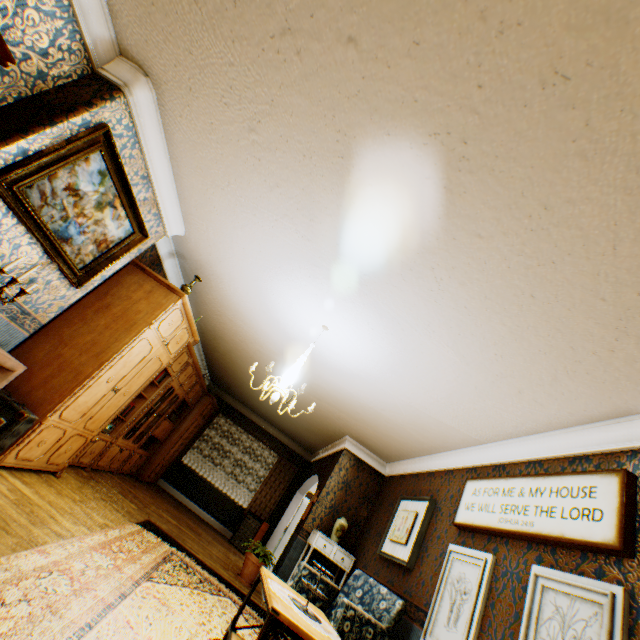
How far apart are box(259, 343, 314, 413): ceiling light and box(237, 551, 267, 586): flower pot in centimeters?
392cm

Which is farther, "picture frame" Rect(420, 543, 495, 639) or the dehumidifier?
the dehumidifier

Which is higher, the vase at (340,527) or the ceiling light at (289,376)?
the ceiling light at (289,376)

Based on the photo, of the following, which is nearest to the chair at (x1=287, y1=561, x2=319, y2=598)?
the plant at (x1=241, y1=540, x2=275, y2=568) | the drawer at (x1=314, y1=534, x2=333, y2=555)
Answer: the drawer at (x1=314, y1=534, x2=333, y2=555)

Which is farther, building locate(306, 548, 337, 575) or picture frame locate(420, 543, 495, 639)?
building locate(306, 548, 337, 575)

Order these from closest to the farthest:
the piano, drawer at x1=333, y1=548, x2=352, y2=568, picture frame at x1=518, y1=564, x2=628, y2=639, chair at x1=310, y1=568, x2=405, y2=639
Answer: the piano
picture frame at x1=518, y1=564, x2=628, y2=639
chair at x1=310, y1=568, x2=405, y2=639
drawer at x1=333, y1=548, x2=352, y2=568

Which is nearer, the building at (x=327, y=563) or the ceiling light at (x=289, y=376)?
the ceiling light at (x=289, y=376)

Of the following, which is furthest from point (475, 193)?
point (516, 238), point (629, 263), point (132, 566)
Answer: point (132, 566)
